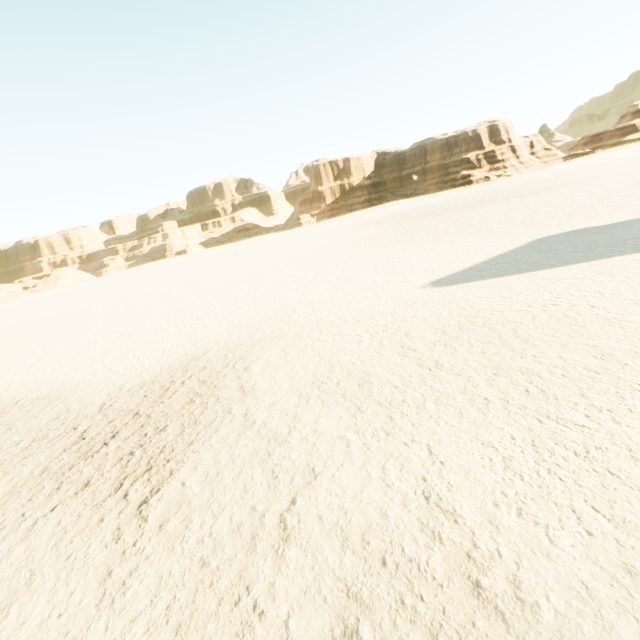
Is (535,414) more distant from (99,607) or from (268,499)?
(99,607)
